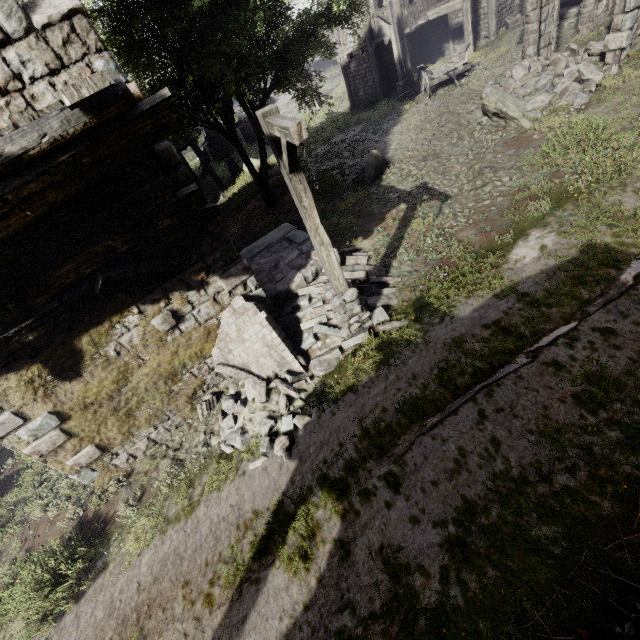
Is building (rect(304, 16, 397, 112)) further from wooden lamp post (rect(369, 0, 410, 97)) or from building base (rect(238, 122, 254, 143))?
building base (rect(238, 122, 254, 143))

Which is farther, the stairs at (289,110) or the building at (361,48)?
the stairs at (289,110)

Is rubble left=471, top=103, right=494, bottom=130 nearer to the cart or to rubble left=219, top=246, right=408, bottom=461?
the cart

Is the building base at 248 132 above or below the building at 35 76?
below

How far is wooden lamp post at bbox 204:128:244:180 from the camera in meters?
21.8 m

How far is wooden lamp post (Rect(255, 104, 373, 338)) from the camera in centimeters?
408cm

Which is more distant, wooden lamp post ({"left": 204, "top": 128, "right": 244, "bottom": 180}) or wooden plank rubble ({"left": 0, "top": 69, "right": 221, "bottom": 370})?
wooden lamp post ({"left": 204, "top": 128, "right": 244, "bottom": 180})

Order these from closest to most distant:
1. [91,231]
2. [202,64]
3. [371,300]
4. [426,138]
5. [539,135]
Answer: [91,231] → [371,300] → [539,135] → [202,64] → [426,138]
